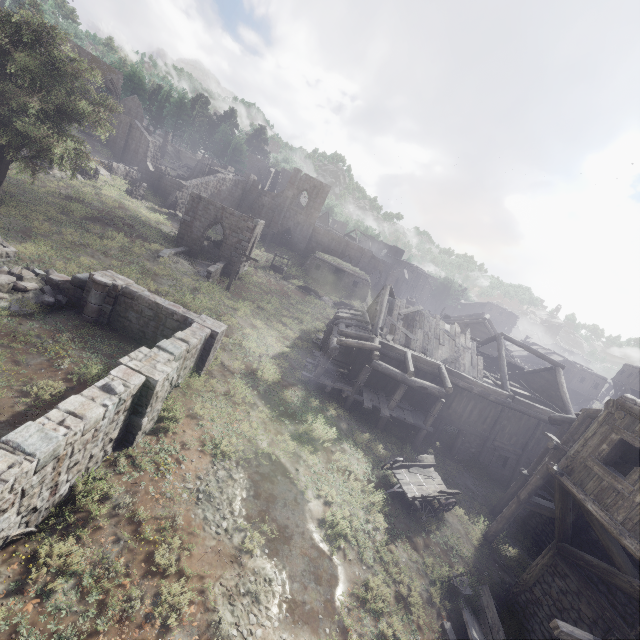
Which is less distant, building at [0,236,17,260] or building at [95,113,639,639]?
building at [95,113,639,639]

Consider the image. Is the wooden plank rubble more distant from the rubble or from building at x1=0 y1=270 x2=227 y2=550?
the rubble

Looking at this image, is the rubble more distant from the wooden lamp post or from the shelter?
the shelter

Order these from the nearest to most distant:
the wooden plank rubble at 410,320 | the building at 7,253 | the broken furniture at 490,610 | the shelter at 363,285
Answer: the broken furniture at 490,610, the building at 7,253, the wooden plank rubble at 410,320, the shelter at 363,285

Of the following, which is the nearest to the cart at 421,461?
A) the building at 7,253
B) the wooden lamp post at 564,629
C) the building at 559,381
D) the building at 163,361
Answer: the building at 559,381

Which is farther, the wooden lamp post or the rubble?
the rubble

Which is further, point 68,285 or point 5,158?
point 5,158

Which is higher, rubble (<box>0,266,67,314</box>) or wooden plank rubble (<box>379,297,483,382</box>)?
wooden plank rubble (<box>379,297,483,382</box>)
